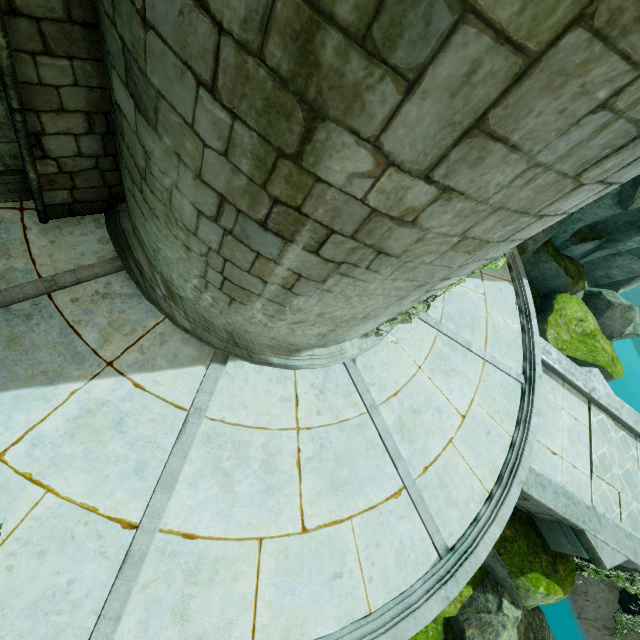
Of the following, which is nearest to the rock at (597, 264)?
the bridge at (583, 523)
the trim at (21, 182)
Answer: the bridge at (583, 523)

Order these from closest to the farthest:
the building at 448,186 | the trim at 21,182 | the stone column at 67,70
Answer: the building at 448,186
the stone column at 67,70
the trim at 21,182

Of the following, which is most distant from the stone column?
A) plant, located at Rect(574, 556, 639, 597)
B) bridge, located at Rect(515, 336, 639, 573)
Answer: plant, located at Rect(574, 556, 639, 597)

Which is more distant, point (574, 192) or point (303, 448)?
point (303, 448)

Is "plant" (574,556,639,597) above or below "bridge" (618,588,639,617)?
above

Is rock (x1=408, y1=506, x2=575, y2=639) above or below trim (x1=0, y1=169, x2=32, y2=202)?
below

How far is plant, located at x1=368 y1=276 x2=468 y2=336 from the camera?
5.1 meters

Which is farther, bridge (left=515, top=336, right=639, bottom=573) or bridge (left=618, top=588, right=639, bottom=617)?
bridge (left=618, top=588, right=639, bottom=617)
